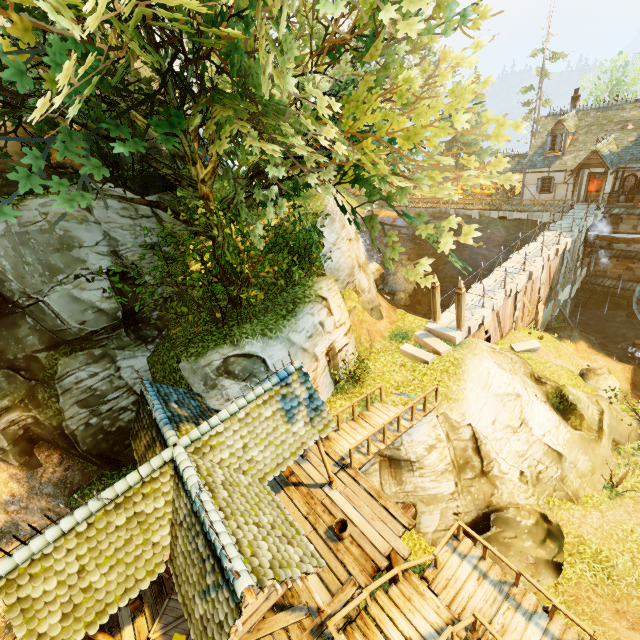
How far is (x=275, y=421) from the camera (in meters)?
8.34

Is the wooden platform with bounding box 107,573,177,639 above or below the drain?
above

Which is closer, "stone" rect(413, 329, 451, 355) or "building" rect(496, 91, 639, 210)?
"stone" rect(413, 329, 451, 355)

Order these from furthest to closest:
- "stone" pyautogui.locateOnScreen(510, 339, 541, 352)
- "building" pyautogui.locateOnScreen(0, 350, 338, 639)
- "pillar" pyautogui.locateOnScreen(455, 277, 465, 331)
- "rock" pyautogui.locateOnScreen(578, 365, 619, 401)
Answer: "stone" pyautogui.locateOnScreen(510, 339, 541, 352)
"rock" pyautogui.locateOnScreen(578, 365, 619, 401)
"pillar" pyautogui.locateOnScreen(455, 277, 465, 331)
"building" pyautogui.locateOnScreen(0, 350, 338, 639)

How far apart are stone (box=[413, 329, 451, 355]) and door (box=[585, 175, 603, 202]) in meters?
20.1

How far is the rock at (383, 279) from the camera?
24.80m

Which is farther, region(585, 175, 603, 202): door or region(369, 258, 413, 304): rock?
region(369, 258, 413, 304): rock

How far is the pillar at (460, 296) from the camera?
14.4 meters
